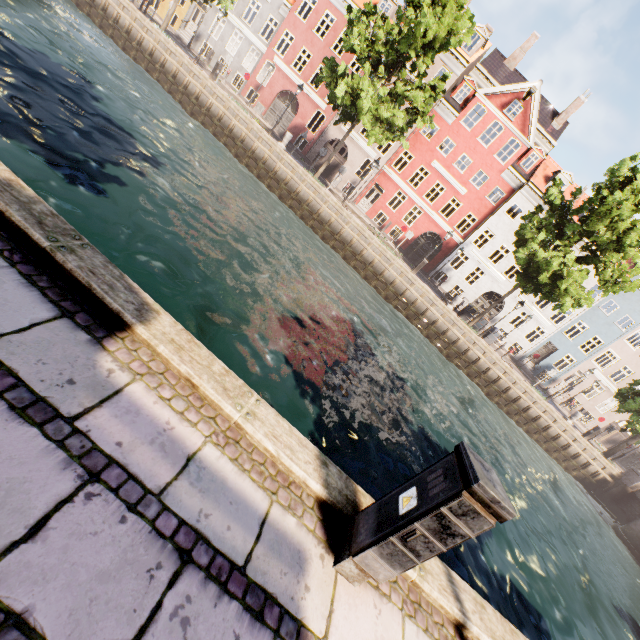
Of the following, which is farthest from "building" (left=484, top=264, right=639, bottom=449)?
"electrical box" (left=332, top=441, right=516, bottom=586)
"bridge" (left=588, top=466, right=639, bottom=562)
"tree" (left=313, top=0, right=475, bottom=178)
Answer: "electrical box" (left=332, top=441, right=516, bottom=586)

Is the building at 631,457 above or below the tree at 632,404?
below

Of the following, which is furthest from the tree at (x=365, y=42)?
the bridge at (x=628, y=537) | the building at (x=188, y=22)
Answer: the building at (x=188, y=22)

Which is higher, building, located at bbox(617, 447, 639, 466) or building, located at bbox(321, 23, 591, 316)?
building, located at bbox(321, 23, 591, 316)

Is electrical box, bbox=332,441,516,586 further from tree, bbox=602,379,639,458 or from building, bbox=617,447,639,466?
building, bbox=617,447,639,466

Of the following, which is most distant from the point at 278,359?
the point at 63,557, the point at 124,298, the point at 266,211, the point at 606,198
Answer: the point at 606,198

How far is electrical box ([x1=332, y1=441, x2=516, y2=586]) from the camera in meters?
1.9 m
